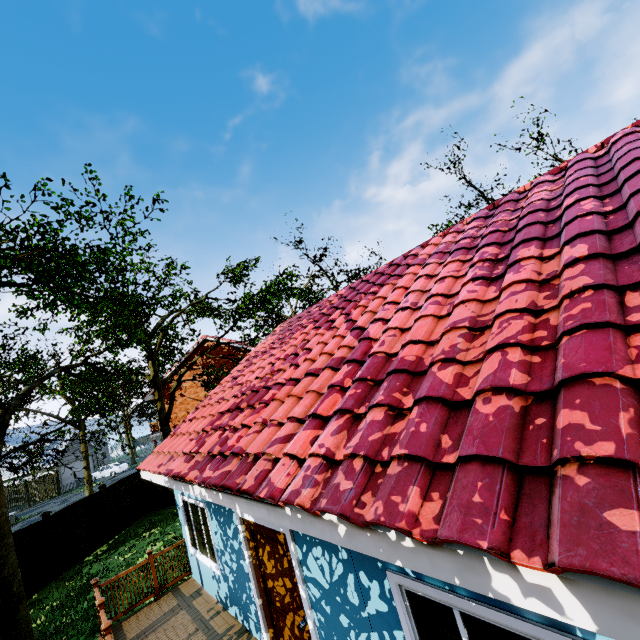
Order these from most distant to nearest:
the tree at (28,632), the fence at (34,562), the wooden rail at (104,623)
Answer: the fence at (34,562) → the tree at (28,632) → the wooden rail at (104,623)

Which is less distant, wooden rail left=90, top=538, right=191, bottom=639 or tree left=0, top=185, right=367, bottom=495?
wooden rail left=90, top=538, right=191, bottom=639

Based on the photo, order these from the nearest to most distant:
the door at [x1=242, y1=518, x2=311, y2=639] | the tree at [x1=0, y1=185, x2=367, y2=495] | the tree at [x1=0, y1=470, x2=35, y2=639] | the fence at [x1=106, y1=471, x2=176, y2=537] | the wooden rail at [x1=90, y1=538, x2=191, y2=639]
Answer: the door at [x1=242, y1=518, x2=311, y2=639] → the wooden rail at [x1=90, y1=538, x2=191, y2=639] → the tree at [x1=0, y1=470, x2=35, y2=639] → the tree at [x1=0, y1=185, x2=367, y2=495] → the fence at [x1=106, y1=471, x2=176, y2=537]

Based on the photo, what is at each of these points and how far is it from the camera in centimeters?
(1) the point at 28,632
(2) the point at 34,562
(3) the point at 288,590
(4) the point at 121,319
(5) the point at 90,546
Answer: (1) tree, 821cm
(2) fence, 1207cm
(3) door, 454cm
(4) tree, 1349cm
(5) fence, 1434cm

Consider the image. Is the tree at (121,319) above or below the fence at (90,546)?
above

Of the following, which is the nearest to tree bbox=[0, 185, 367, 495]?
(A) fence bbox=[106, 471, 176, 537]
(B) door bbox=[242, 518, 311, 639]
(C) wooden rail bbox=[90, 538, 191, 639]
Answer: (A) fence bbox=[106, 471, 176, 537]

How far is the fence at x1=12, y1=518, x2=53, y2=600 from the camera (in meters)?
11.66
